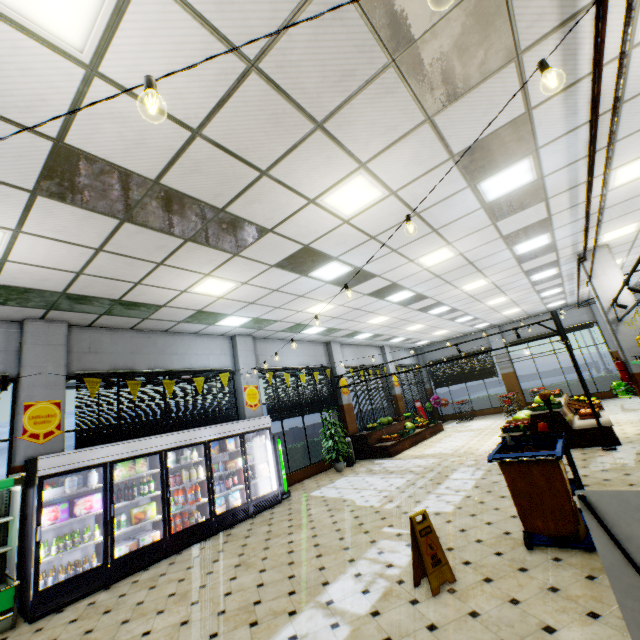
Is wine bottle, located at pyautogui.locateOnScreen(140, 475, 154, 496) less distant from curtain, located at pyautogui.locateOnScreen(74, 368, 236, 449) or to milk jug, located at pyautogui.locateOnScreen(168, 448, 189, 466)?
milk jug, located at pyautogui.locateOnScreen(168, 448, 189, 466)

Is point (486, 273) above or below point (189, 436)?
above

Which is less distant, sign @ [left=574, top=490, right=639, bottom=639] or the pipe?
sign @ [left=574, top=490, right=639, bottom=639]

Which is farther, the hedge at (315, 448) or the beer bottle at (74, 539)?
the hedge at (315, 448)

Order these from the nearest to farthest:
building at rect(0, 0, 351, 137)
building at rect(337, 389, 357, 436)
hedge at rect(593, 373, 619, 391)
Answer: building at rect(0, 0, 351, 137) < building at rect(337, 389, 357, 436) < hedge at rect(593, 373, 619, 391)

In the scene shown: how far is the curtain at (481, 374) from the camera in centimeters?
1939cm

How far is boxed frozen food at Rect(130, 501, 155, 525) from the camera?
6.15m

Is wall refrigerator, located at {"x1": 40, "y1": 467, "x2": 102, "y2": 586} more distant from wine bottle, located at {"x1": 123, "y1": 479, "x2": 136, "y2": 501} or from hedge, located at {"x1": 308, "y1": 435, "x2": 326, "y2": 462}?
hedge, located at {"x1": 308, "y1": 435, "x2": 326, "y2": 462}
